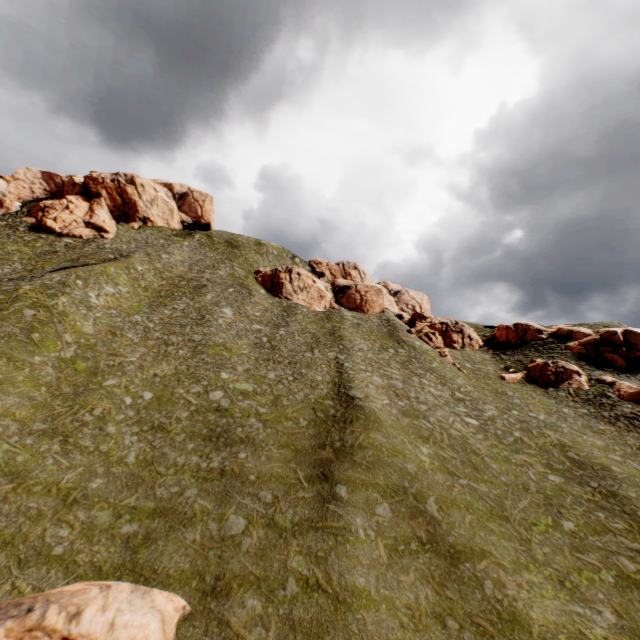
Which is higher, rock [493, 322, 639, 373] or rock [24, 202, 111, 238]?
rock [24, 202, 111, 238]

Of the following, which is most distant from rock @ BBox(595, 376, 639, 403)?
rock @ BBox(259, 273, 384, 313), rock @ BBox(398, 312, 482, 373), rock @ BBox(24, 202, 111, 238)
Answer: rock @ BBox(24, 202, 111, 238)

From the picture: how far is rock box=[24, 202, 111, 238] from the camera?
56.69m

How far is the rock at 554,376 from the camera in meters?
40.4

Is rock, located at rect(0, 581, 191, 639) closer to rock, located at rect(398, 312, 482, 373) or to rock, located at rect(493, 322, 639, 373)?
rock, located at rect(493, 322, 639, 373)

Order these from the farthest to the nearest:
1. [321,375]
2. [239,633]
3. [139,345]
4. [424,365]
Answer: [424,365] < [321,375] < [139,345] < [239,633]

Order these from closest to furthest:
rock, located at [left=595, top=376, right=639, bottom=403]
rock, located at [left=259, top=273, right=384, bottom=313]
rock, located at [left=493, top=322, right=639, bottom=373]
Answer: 1. rock, located at [left=595, top=376, right=639, bottom=403]
2. rock, located at [left=493, top=322, right=639, bottom=373]
3. rock, located at [left=259, top=273, right=384, bottom=313]

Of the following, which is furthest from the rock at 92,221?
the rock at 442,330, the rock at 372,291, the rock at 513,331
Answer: the rock at 442,330
